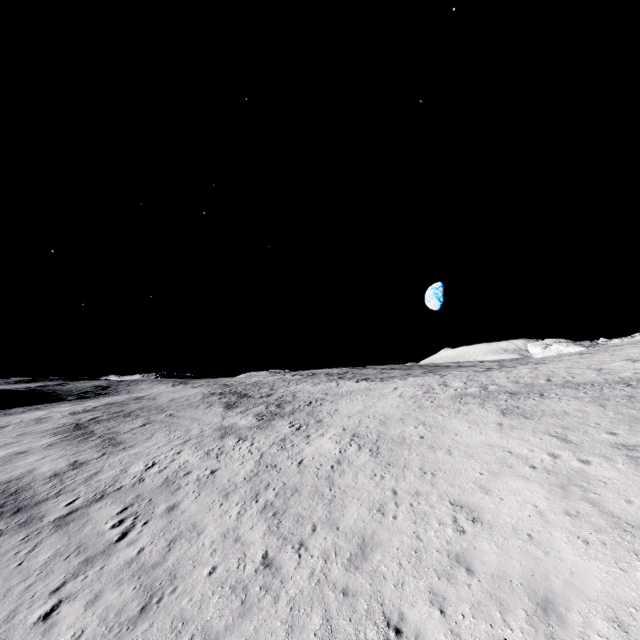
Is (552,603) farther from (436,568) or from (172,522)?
(172,522)
